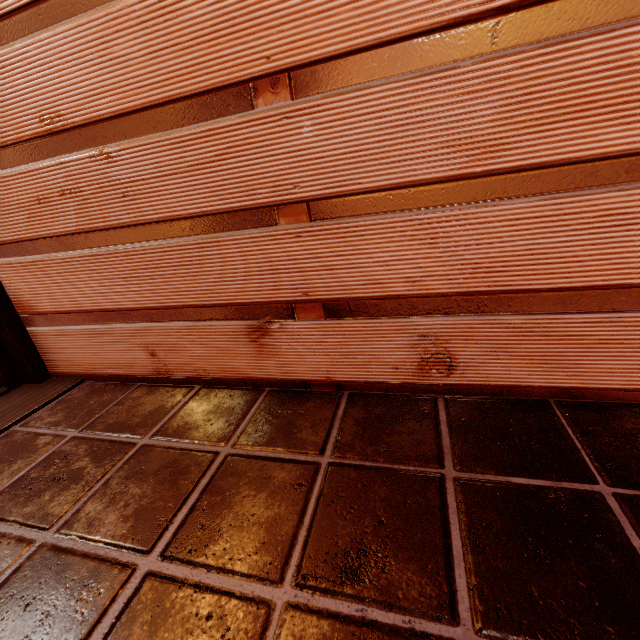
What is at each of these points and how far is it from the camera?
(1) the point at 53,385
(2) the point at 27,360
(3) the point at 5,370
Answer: (1) wood bar, 2.9m
(2) wood pole, 2.9m
(3) door frame, 2.9m

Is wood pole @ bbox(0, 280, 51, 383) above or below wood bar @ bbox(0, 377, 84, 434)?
above

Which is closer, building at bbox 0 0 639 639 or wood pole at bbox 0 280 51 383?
building at bbox 0 0 639 639

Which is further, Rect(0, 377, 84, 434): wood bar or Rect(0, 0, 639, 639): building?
Rect(0, 377, 84, 434): wood bar

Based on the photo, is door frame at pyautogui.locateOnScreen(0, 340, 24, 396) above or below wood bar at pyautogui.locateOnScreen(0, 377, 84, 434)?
above

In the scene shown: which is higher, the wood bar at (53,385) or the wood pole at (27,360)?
the wood pole at (27,360)

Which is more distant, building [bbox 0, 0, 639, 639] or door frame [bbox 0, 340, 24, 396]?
door frame [bbox 0, 340, 24, 396]

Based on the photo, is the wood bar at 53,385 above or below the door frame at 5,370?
below
